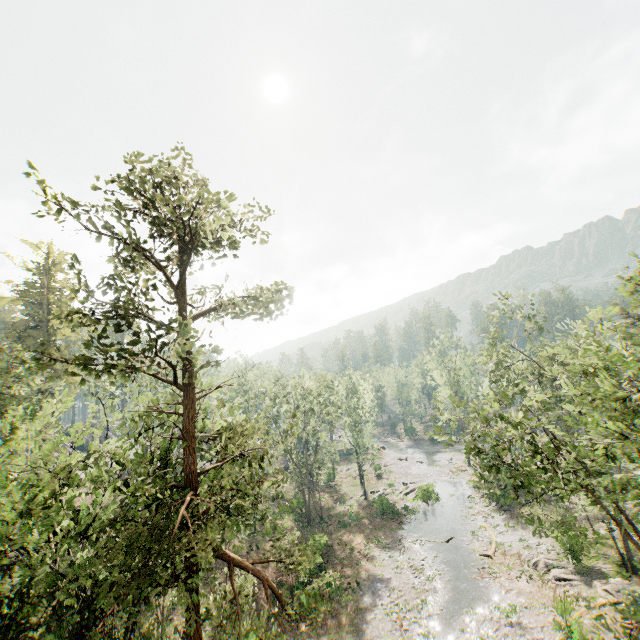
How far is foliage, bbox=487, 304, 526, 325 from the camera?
27.1m

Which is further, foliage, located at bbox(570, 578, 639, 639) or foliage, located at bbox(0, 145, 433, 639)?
foliage, located at bbox(570, 578, 639, 639)

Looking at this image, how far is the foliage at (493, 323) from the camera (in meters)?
27.07

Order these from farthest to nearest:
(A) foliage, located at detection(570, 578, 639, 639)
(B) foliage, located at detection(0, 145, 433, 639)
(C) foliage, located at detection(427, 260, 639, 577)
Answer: (C) foliage, located at detection(427, 260, 639, 577) < (A) foliage, located at detection(570, 578, 639, 639) < (B) foliage, located at detection(0, 145, 433, 639)

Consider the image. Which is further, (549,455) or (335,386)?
(335,386)

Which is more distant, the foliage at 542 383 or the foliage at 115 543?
the foliage at 542 383
